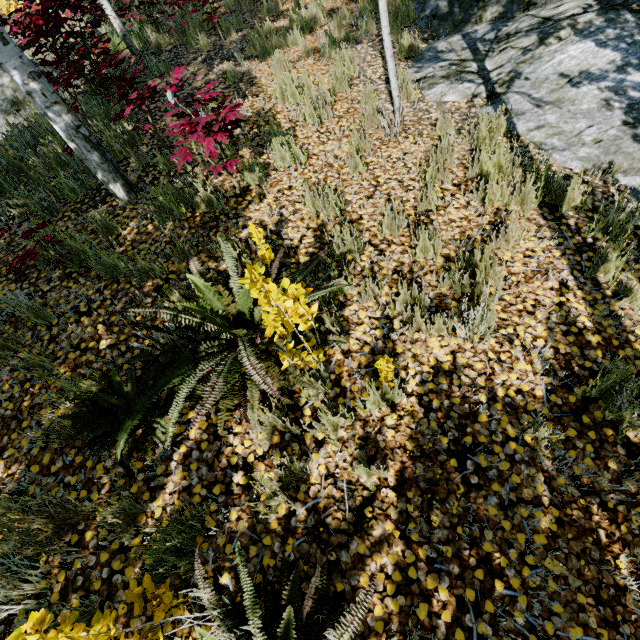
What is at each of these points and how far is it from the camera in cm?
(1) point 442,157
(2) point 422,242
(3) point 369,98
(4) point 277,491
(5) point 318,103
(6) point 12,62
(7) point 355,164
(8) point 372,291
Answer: (1) instancedfoliageactor, 387
(2) instancedfoliageactor, 303
(3) instancedfoliageactor, 486
(4) instancedfoliageactor, 205
(5) instancedfoliageactor, 459
(6) instancedfoliageactor, 294
(7) instancedfoliageactor, 393
(8) instancedfoliageactor, 285

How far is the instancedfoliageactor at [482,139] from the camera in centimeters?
324cm

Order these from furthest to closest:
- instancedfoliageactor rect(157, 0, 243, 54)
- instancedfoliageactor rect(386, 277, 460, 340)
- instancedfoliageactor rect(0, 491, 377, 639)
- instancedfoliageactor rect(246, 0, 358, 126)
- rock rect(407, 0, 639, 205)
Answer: instancedfoliageactor rect(157, 0, 243, 54) < instancedfoliageactor rect(246, 0, 358, 126) < rock rect(407, 0, 639, 205) < instancedfoliageactor rect(386, 277, 460, 340) < instancedfoliageactor rect(0, 491, 377, 639)

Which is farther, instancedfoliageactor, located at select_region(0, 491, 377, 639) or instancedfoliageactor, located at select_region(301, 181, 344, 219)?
instancedfoliageactor, located at select_region(301, 181, 344, 219)

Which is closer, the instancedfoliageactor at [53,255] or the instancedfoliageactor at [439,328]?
the instancedfoliageactor at [439,328]
